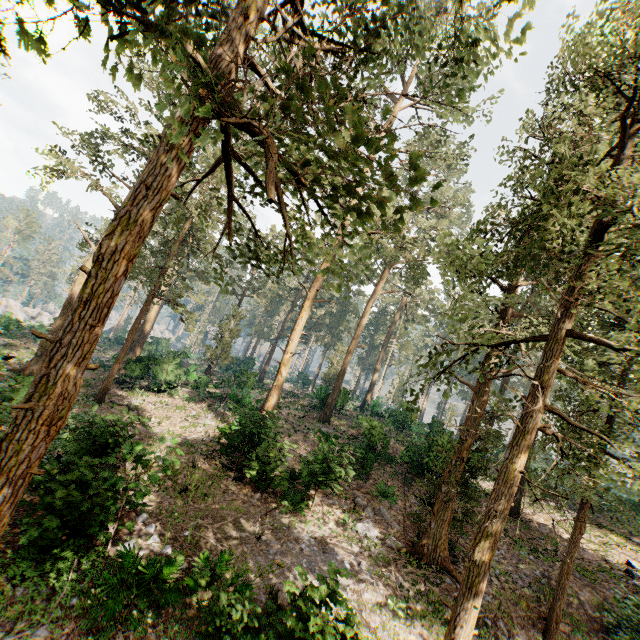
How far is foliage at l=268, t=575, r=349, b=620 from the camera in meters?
6.9

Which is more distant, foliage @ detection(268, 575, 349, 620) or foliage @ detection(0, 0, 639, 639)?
foliage @ detection(268, 575, 349, 620)

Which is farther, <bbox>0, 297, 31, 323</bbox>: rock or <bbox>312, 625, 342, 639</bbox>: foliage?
<bbox>0, 297, 31, 323</bbox>: rock

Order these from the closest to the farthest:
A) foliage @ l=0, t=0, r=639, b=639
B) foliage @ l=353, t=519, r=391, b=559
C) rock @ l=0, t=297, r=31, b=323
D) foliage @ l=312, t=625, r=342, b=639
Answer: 1. foliage @ l=0, t=0, r=639, b=639
2. foliage @ l=312, t=625, r=342, b=639
3. foliage @ l=353, t=519, r=391, b=559
4. rock @ l=0, t=297, r=31, b=323

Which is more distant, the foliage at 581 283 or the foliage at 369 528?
the foliage at 369 528

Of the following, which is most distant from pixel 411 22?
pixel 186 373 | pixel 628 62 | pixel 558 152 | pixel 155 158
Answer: pixel 186 373
